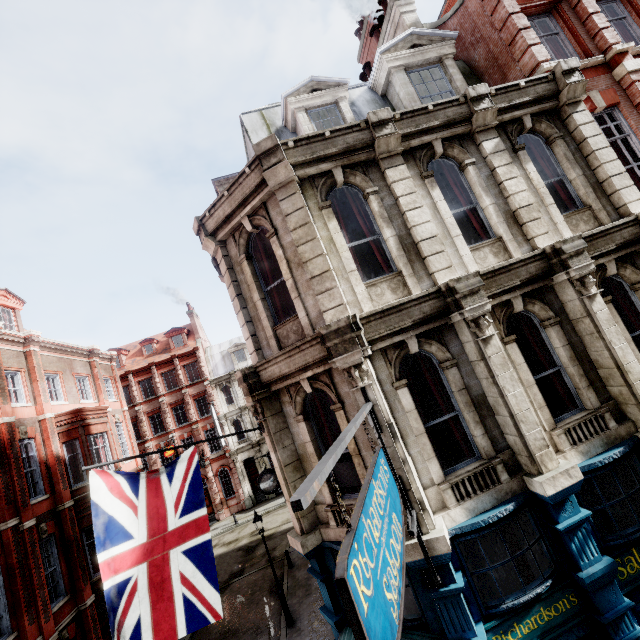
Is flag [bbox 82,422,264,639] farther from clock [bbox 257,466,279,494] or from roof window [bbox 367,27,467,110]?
roof window [bbox 367,27,467,110]

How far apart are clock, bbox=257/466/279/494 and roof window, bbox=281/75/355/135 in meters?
12.1

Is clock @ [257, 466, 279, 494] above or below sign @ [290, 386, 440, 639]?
below

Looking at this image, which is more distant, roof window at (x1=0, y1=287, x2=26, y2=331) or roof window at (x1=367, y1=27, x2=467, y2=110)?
roof window at (x1=0, y1=287, x2=26, y2=331)

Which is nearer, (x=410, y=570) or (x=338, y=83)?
(x=410, y=570)

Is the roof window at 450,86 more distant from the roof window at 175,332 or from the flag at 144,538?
the roof window at 175,332

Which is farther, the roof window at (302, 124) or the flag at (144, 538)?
the roof window at (302, 124)

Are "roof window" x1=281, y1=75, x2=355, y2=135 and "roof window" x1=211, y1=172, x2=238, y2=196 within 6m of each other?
yes
